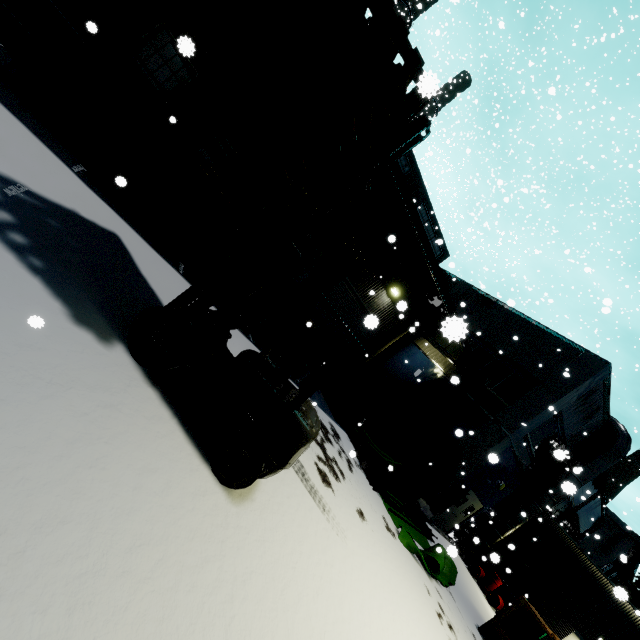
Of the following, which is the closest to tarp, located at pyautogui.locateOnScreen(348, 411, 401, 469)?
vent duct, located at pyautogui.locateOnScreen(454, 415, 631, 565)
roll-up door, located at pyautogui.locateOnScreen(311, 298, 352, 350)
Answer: roll-up door, located at pyautogui.locateOnScreen(311, 298, 352, 350)

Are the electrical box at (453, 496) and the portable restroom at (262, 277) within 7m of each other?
no

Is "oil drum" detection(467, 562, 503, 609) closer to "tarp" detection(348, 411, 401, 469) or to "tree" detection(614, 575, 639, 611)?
"tarp" detection(348, 411, 401, 469)

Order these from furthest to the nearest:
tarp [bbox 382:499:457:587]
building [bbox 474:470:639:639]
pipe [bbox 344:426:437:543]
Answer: building [bbox 474:470:639:639] < pipe [bbox 344:426:437:543] < tarp [bbox 382:499:457:587]

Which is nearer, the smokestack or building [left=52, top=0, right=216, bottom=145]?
building [left=52, top=0, right=216, bottom=145]

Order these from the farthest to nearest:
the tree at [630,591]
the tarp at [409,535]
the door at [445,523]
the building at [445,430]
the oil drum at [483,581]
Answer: the door at [445,523]
the oil drum at [483,581]
the building at [445,430]
the tarp at [409,535]
the tree at [630,591]

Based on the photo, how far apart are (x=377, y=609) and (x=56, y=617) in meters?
4.9 m

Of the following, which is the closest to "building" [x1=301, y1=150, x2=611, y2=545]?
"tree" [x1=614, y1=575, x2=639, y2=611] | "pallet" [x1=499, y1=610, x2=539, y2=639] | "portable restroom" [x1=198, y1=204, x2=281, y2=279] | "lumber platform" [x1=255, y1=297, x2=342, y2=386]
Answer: "tree" [x1=614, y1=575, x2=639, y2=611]
